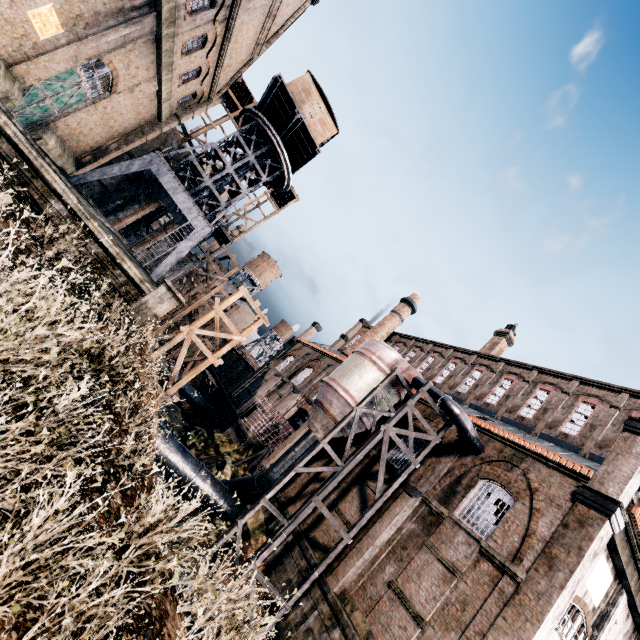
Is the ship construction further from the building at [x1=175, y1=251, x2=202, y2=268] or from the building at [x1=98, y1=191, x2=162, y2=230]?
the building at [x1=98, y1=191, x2=162, y2=230]

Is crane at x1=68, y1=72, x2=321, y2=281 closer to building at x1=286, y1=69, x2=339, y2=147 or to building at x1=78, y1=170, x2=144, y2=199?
building at x1=286, y1=69, x2=339, y2=147

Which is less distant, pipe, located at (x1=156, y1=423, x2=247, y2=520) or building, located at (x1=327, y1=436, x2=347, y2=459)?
pipe, located at (x1=156, y1=423, x2=247, y2=520)

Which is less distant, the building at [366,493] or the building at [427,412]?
the building at [366,493]

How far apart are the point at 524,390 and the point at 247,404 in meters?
28.4

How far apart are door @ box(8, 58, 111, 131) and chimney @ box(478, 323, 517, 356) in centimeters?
3672cm

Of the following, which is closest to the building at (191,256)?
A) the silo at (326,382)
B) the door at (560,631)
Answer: the silo at (326,382)

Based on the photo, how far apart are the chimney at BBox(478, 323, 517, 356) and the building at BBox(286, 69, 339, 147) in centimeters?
2560cm
